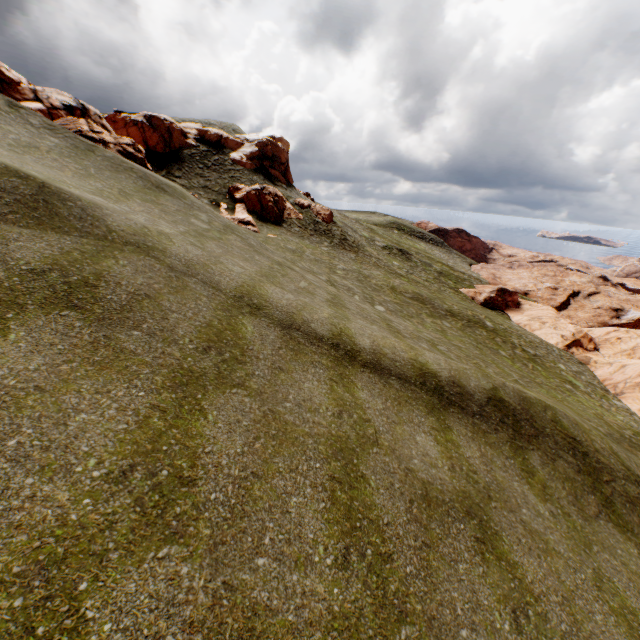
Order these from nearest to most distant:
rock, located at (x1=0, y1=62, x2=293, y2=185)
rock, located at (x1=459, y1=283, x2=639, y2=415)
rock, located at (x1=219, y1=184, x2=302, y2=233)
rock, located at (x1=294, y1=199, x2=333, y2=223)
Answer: rock, located at (x1=0, y1=62, x2=293, y2=185)
rock, located at (x1=459, y1=283, x2=639, y2=415)
rock, located at (x1=219, y1=184, x2=302, y2=233)
rock, located at (x1=294, y1=199, x2=333, y2=223)

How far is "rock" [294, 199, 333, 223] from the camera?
38.59m

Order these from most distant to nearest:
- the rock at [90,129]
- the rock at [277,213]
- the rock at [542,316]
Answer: the rock at [277,213]
the rock at [542,316]
the rock at [90,129]

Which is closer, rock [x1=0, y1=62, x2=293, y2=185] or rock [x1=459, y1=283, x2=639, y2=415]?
rock [x1=0, y1=62, x2=293, y2=185]

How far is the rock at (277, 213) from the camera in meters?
30.5

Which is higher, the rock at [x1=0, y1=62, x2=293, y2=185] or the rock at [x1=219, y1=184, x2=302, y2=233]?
the rock at [x1=0, y1=62, x2=293, y2=185]

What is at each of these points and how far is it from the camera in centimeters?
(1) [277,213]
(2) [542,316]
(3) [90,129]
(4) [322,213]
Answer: (1) rock, 3472cm
(2) rock, 4297cm
(3) rock, 1916cm
(4) rock, 3925cm
